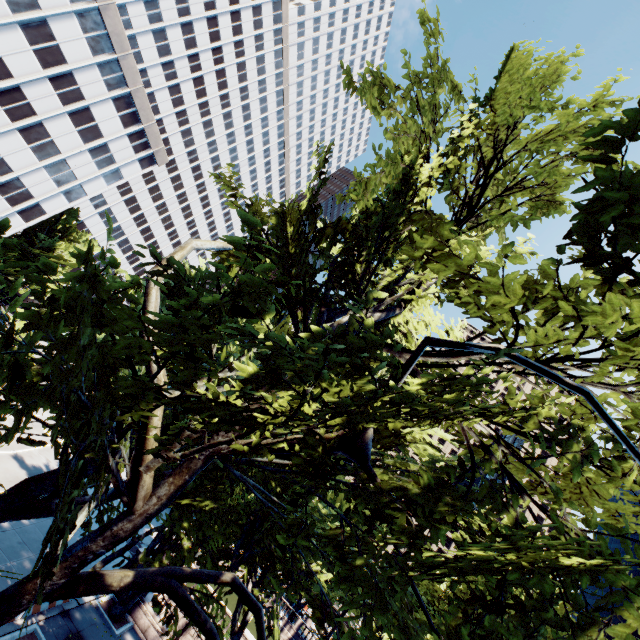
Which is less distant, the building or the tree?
the tree

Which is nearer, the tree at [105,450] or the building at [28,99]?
the tree at [105,450]

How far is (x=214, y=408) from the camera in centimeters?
548cm
